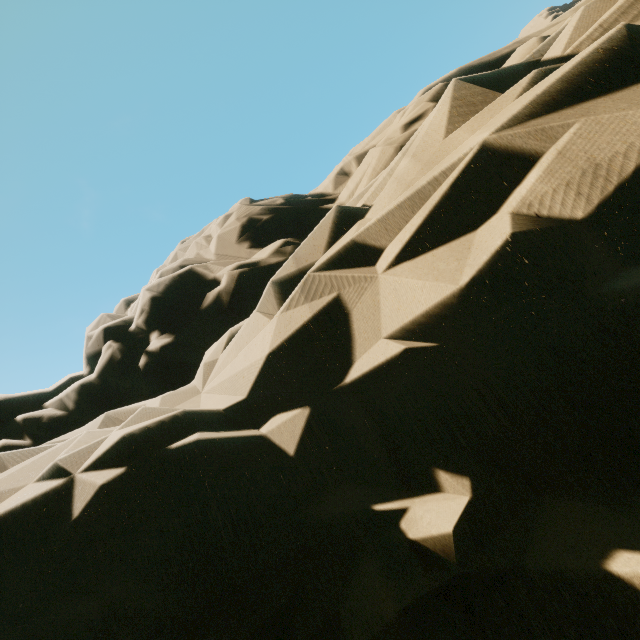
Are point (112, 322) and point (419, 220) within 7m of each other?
no
